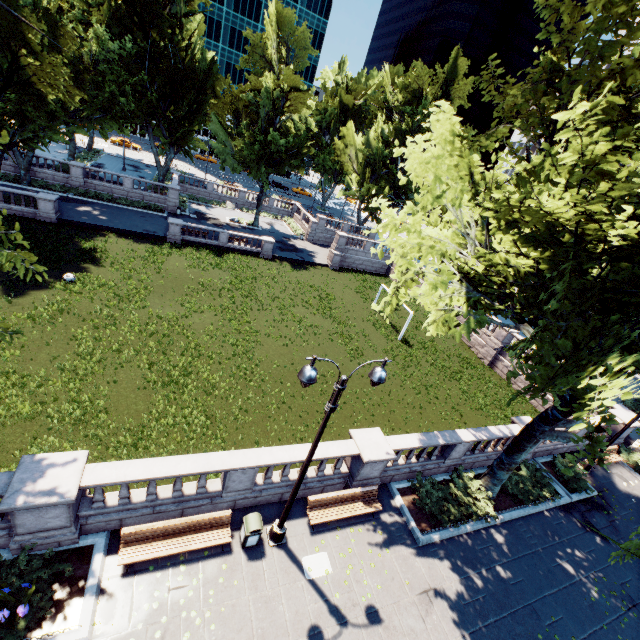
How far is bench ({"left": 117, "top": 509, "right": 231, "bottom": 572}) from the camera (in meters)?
8.80

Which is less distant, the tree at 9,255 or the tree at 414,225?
the tree at 9,255

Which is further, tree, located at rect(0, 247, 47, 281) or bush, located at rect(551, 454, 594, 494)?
bush, located at rect(551, 454, 594, 494)

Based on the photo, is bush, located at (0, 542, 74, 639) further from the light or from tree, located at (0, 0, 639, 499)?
the light

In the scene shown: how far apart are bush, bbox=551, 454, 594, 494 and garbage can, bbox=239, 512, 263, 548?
16.18m

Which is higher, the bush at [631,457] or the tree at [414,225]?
the tree at [414,225]

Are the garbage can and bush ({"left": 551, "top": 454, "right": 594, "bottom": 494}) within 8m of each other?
no

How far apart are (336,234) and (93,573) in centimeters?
3926cm
